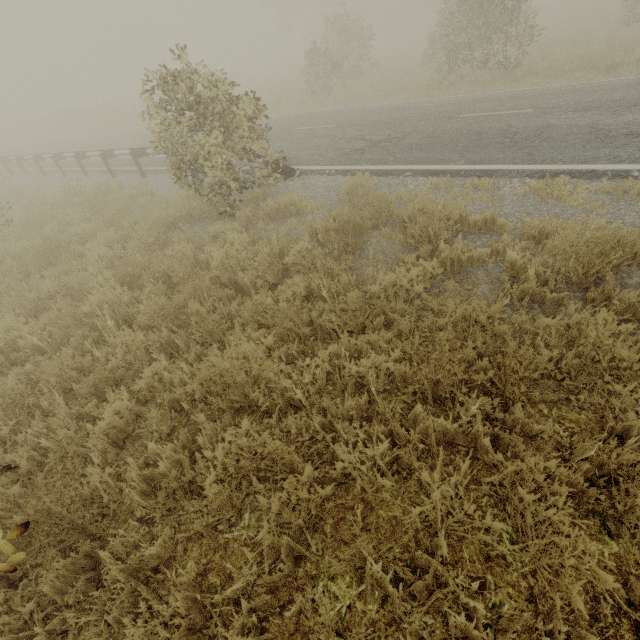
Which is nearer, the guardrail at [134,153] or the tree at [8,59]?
the tree at [8,59]

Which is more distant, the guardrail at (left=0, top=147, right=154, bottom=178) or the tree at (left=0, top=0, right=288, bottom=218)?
the guardrail at (left=0, top=147, right=154, bottom=178)

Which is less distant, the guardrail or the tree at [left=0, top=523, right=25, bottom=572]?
the tree at [left=0, top=523, right=25, bottom=572]

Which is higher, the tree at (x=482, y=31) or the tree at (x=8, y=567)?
the tree at (x=482, y=31)

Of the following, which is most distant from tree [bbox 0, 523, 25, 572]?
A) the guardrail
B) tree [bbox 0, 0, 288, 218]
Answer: tree [bbox 0, 0, 288, 218]

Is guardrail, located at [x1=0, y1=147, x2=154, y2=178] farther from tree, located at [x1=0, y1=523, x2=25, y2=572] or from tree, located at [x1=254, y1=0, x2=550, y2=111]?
tree, located at [x1=0, y1=523, x2=25, y2=572]

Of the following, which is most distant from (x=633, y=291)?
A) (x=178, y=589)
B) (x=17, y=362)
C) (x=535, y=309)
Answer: (x=17, y=362)

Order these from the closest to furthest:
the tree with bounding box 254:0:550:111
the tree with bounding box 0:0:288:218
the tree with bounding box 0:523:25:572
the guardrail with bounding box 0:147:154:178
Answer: the tree with bounding box 0:523:25:572 → the tree with bounding box 0:0:288:218 → the guardrail with bounding box 0:147:154:178 → the tree with bounding box 254:0:550:111
